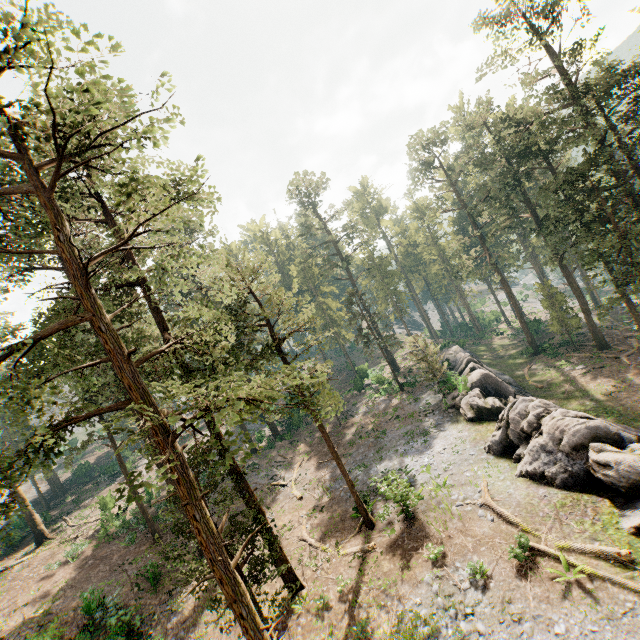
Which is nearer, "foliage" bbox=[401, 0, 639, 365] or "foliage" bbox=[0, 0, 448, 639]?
"foliage" bbox=[0, 0, 448, 639]

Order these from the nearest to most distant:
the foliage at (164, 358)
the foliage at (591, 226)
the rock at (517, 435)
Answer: the foliage at (164, 358) < the rock at (517, 435) < the foliage at (591, 226)

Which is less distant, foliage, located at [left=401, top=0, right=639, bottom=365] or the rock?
the rock

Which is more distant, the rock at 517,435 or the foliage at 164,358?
the rock at 517,435

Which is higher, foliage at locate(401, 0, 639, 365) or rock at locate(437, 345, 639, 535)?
foliage at locate(401, 0, 639, 365)

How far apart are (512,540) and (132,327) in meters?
20.3 m

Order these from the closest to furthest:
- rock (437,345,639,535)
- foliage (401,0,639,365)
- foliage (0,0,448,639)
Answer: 1. foliage (0,0,448,639)
2. rock (437,345,639,535)
3. foliage (401,0,639,365)
